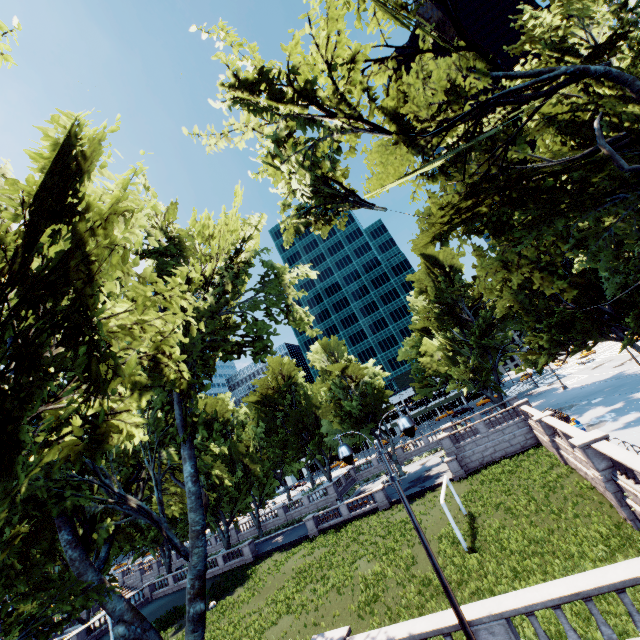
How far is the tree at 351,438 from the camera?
46.2 meters

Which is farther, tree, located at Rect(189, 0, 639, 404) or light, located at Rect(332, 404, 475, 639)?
tree, located at Rect(189, 0, 639, 404)

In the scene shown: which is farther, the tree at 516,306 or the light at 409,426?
the tree at 516,306

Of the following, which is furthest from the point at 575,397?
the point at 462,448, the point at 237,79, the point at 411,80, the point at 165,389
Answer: the point at 237,79

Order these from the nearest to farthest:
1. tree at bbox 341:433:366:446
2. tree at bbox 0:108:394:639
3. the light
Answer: tree at bbox 0:108:394:639, the light, tree at bbox 341:433:366:446

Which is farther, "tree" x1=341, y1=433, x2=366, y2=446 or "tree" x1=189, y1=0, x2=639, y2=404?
"tree" x1=341, y1=433, x2=366, y2=446

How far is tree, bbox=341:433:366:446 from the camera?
46.2m
